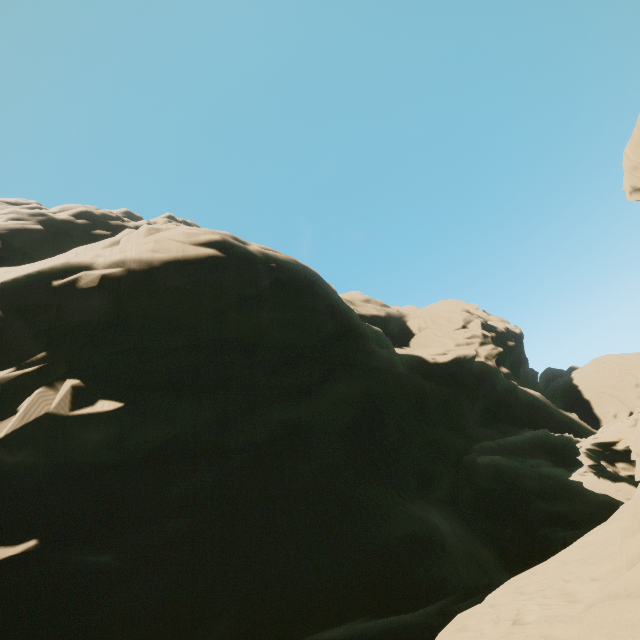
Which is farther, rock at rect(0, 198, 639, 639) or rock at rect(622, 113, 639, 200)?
rock at rect(622, 113, 639, 200)

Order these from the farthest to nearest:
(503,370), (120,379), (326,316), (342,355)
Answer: (503,370)
(326,316)
(342,355)
(120,379)

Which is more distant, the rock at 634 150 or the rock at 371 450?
the rock at 634 150
